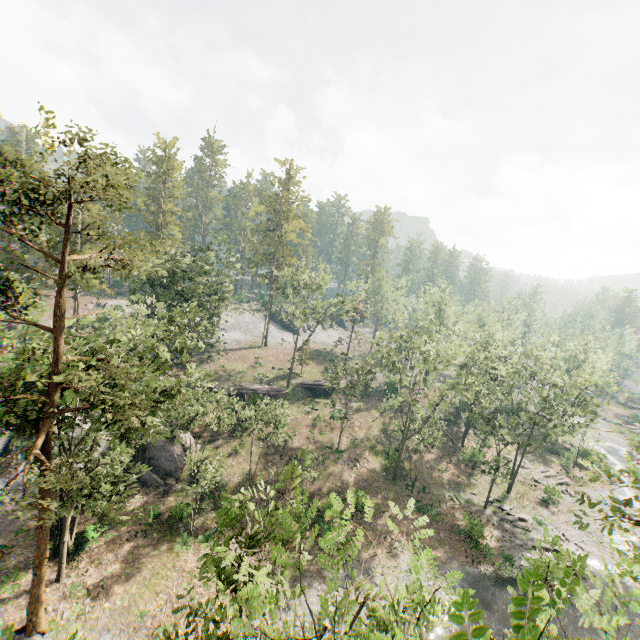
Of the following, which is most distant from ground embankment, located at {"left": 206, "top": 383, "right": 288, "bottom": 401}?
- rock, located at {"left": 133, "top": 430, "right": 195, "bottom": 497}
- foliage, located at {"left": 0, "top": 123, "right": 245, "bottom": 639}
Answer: foliage, located at {"left": 0, "top": 123, "right": 245, "bottom": 639}

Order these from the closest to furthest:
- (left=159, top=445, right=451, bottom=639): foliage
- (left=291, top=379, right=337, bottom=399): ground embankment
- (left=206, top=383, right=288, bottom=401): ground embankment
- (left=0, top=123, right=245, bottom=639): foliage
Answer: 1. (left=159, top=445, right=451, bottom=639): foliage
2. (left=0, top=123, right=245, bottom=639): foliage
3. (left=206, top=383, right=288, bottom=401): ground embankment
4. (left=291, top=379, right=337, bottom=399): ground embankment

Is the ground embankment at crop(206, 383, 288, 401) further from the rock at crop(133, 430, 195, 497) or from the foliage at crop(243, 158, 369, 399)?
the foliage at crop(243, 158, 369, 399)

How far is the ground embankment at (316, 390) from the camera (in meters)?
49.56

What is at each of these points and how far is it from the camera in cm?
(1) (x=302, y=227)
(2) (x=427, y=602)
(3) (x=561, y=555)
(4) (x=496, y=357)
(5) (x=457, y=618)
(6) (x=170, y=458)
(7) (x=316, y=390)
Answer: (1) foliage, 5672
(2) foliage, 459
(3) foliage, 679
(4) foliage, 4475
(5) foliage, 183
(6) rock, 3031
(7) ground embankment, 4975

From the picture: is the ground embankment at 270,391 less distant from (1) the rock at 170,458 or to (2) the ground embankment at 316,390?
(1) the rock at 170,458

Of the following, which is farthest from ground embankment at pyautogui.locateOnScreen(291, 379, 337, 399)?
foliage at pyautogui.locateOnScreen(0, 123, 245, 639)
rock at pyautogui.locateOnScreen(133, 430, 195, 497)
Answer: rock at pyautogui.locateOnScreen(133, 430, 195, 497)

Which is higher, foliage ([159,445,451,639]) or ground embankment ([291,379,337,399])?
foliage ([159,445,451,639])
